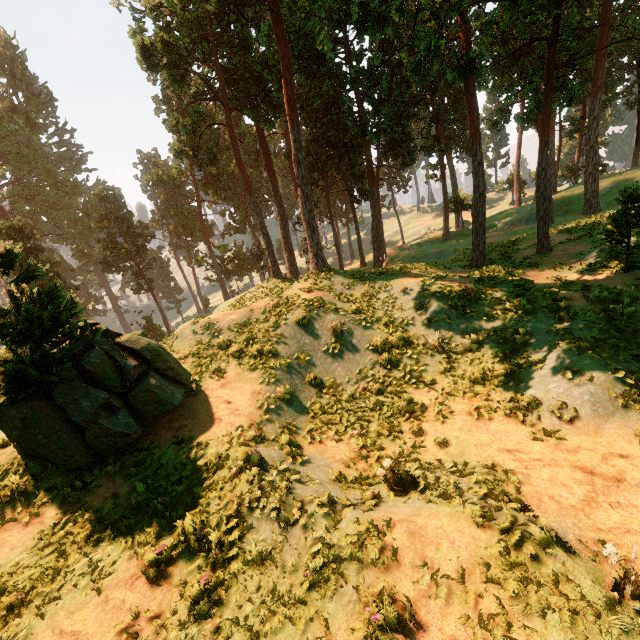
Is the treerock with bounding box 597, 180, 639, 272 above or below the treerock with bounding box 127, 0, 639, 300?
below

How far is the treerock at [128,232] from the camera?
45.3m

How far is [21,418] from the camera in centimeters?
831cm

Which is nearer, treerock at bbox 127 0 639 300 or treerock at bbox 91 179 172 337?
treerock at bbox 127 0 639 300

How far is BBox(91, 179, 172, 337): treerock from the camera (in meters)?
45.28

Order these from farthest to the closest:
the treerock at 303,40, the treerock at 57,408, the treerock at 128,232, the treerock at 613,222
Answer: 1. the treerock at 128,232
2. the treerock at 303,40
3. the treerock at 613,222
4. the treerock at 57,408

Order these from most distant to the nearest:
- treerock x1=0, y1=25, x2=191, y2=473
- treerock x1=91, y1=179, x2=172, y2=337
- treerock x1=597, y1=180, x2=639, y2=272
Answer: treerock x1=91, y1=179, x2=172, y2=337 < treerock x1=597, y1=180, x2=639, y2=272 < treerock x1=0, y1=25, x2=191, y2=473
